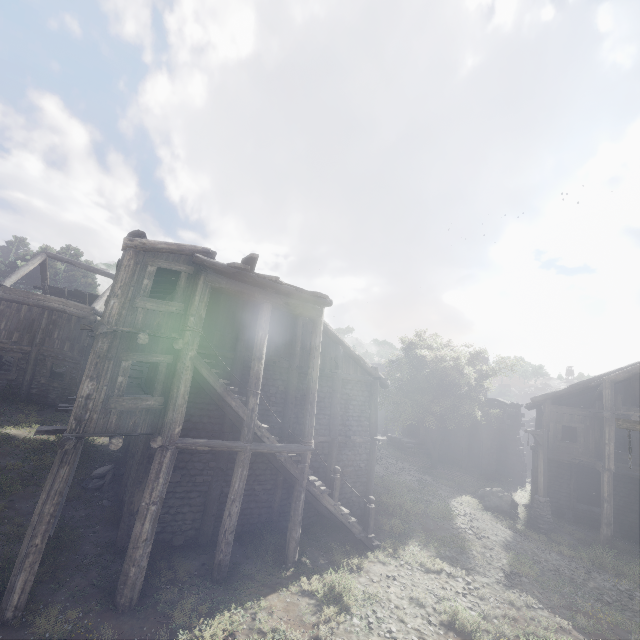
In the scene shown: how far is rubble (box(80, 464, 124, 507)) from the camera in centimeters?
1202cm

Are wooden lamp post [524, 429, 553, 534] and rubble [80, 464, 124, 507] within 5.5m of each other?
no

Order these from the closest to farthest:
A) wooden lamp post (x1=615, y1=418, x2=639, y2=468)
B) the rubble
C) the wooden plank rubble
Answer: wooden lamp post (x1=615, y1=418, x2=639, y2=468), the rubble, the wooden plank rubble

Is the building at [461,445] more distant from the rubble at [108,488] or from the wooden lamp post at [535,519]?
the wooden lamp post at [535,519]

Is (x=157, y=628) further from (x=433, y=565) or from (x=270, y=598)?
(x=433, y=565)

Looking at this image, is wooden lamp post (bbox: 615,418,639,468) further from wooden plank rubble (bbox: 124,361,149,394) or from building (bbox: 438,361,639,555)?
wooden plank rubble (bbox: 124,361,149,394)

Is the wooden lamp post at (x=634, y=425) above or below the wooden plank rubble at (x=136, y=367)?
above

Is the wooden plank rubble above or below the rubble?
above
